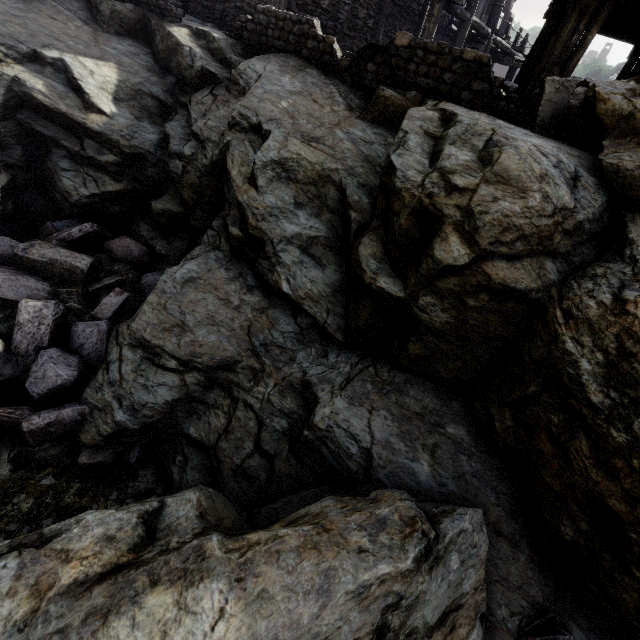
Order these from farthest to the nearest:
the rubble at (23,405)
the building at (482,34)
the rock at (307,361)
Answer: the building at (482,34)
the rubble at (23,405)
the rock at (307,361)

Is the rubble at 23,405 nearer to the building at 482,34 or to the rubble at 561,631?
the rubble at 561,631

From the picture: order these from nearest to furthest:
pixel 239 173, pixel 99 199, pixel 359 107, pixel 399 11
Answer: pixel 239 173 → pixel 359 107 → pixel 99 199 → pixel 399 11

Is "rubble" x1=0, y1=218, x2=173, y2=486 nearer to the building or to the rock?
the rock

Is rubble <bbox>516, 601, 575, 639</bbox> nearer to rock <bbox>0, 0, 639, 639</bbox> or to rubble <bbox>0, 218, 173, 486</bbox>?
rock <bbox>0, 0, 639, 639</bbox>

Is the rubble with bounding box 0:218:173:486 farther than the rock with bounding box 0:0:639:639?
Yes

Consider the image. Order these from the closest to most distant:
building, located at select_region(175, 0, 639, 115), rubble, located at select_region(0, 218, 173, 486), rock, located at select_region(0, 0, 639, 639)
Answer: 1. rock, located at select_region(0, 0, 639, 639)
2. rubble, located at select_region(0, 218, 173, 486)
3. building, located at select_region(175, 0, 639, 115)

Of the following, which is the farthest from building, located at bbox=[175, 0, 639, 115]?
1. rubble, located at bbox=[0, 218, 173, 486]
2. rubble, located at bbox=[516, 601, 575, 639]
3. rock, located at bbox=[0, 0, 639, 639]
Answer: rubble, located at bbox=[0, 218, 173, 486]
